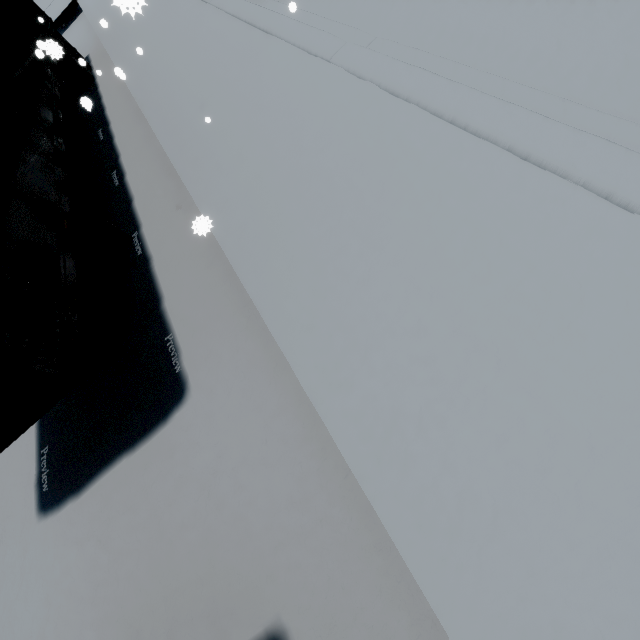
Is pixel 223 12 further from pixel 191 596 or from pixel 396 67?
pixel 191 596
